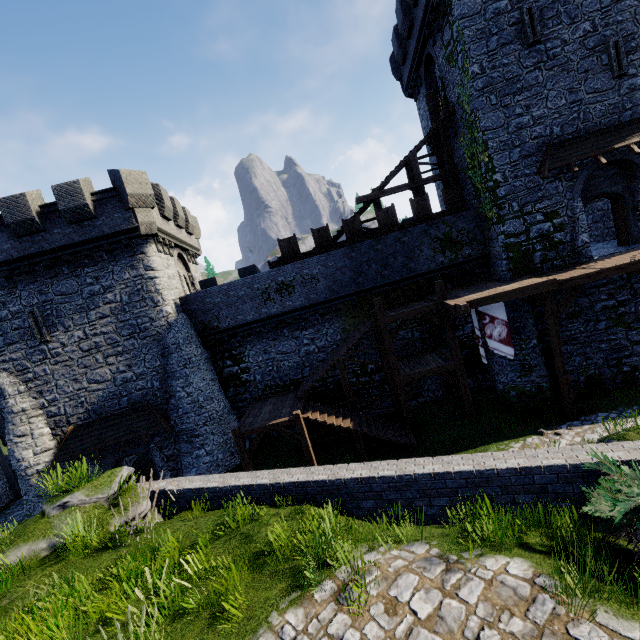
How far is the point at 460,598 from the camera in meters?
3.9

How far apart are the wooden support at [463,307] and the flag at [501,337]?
0.8 meters

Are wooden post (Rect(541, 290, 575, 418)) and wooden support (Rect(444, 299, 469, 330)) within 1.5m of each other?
no

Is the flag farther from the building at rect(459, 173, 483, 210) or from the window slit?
the window slit

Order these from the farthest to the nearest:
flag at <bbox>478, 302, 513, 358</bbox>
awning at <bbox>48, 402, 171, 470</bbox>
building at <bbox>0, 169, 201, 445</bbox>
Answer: awning at <bbox>48, 402, 171, 470</bbox> < building at <bbox>0, 169, 201, 445</bbox> < flag at <bbox>478, 302, 513, 358</bbox>

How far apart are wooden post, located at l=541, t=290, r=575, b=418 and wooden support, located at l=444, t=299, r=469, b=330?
3.2 meters

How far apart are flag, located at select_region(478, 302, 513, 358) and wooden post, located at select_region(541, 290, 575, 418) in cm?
147

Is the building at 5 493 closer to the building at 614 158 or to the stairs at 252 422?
the stairs at 252 422
